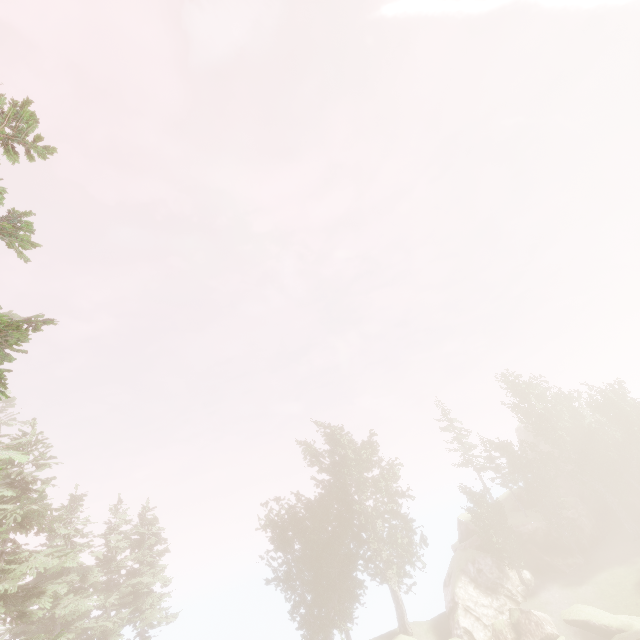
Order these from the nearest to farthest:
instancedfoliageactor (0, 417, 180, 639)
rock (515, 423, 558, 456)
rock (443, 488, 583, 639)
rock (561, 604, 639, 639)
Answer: instancedfoliageactor (0, 417, 180, 639) → rock (561, 604, 639, 639) → rock (443, 488, 583, 639) → rock (515, 423, 558, 456)

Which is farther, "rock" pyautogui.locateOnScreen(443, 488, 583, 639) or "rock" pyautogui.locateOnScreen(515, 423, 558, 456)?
"rock" pyautogui.locateOnScreen(515, 423, 558, 456)

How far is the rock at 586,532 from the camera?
34.9m

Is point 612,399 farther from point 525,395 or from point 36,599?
point 36,599

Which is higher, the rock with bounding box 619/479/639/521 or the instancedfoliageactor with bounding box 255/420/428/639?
Answer: the instancedfoliageactor with bounding box 255/420/428/639

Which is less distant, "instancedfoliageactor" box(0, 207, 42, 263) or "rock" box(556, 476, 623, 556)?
"instancedfoliageactor" box(0, 207, 42, 263)
